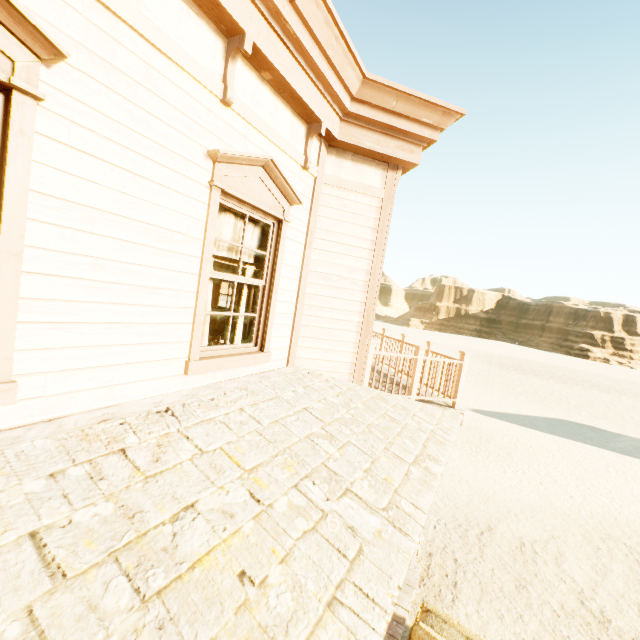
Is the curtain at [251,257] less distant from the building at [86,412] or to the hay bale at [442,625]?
the building at [86,412]

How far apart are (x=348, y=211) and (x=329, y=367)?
2.37m

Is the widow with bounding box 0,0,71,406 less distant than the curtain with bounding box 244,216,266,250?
Yes

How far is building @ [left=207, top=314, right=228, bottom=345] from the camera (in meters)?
7.50

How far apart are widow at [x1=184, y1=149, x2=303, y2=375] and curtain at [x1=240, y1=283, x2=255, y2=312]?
0.0m

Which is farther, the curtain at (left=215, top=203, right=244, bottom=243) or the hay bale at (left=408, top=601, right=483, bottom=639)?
the hay bale at (left=408, top=601, right=483, bottom=639)

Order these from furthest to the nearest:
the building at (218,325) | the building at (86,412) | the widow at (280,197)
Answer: the building at (218,325), the widow at (280,197), the building at (86,412)
